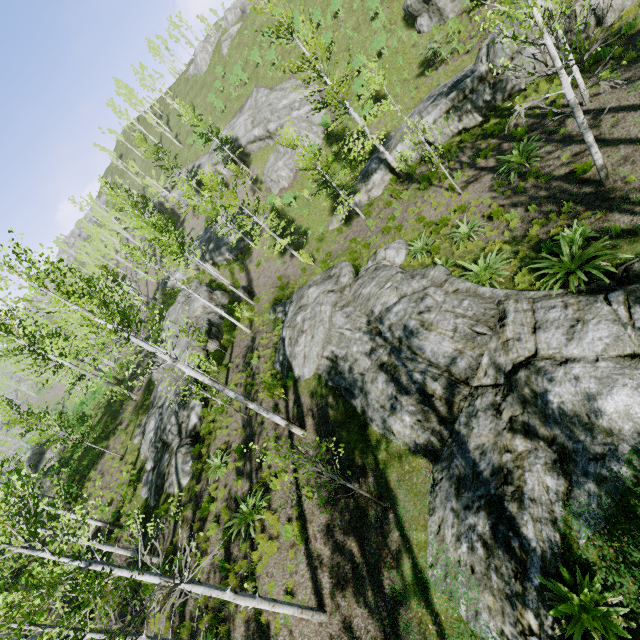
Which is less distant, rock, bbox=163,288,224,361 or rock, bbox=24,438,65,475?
rock, bbox=163,288,224,361

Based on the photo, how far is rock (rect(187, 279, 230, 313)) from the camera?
26.9 meters

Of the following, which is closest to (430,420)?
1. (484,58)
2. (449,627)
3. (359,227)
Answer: (449,627)

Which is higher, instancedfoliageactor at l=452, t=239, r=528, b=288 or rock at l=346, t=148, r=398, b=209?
rock at l=346, t=148, r=398, b=209

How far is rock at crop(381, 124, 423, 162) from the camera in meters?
19.6

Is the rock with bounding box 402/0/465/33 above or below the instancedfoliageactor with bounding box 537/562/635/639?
above

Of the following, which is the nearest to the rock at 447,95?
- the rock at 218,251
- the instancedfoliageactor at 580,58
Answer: the instancedfoliageactor at 580,58

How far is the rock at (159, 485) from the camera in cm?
1527
